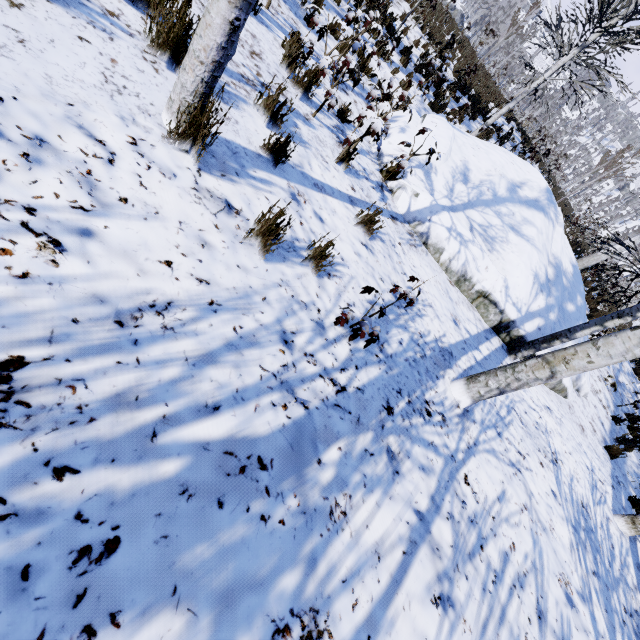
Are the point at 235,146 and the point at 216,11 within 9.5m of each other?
yes

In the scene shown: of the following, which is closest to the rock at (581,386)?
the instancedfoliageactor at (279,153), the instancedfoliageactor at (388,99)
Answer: the instancedfoliageactor at (279,153)

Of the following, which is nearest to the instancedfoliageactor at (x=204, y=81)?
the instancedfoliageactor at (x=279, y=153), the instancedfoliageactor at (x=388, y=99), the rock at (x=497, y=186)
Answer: the instancedfoliageactor at (x=279, y=153)

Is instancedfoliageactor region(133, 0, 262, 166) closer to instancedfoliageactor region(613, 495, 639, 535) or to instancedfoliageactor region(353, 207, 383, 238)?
instancedfoliageactor region(353, 207, 383, 238)

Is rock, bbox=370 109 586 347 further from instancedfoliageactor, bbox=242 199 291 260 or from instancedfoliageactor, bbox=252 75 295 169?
instancedfoliageactor, bbox=242 199 291 260

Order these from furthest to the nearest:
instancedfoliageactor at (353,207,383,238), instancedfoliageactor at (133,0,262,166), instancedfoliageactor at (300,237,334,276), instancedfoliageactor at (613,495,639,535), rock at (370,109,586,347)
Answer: rock at (370,109,586,347)
instancedfoliageactor at (613,495,639,535)
instancedfoliageactor at (353,207,383,238)
instancedfoliageactor at (300,237,334,276)
instancedfoliageactor at (133,0,262,166)

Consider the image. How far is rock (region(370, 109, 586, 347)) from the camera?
5.3m

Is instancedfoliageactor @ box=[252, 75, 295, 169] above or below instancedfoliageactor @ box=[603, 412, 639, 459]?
below
